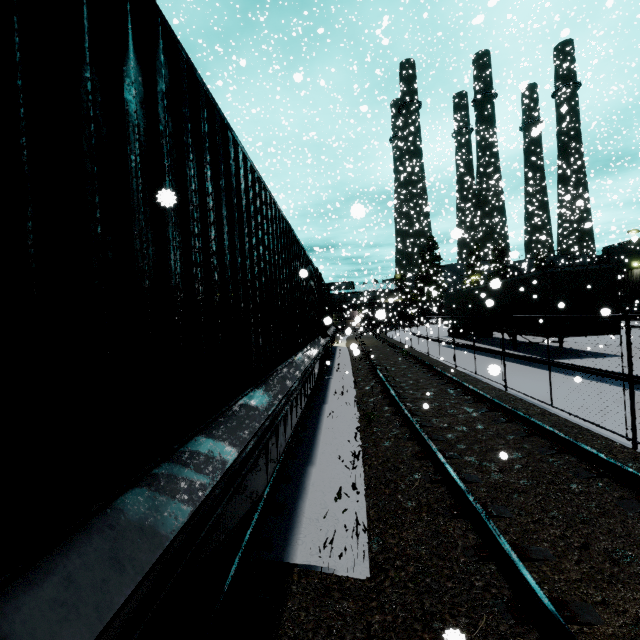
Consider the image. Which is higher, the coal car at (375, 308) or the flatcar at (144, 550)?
the coal car at (375, 308)

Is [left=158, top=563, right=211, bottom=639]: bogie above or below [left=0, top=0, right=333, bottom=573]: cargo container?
below

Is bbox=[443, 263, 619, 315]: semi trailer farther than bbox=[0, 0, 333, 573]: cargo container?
Yes

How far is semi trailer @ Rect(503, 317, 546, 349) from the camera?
13.59m

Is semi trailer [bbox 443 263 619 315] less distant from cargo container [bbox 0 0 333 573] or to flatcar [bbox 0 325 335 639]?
cargo container [bbox 0 0 333 573]

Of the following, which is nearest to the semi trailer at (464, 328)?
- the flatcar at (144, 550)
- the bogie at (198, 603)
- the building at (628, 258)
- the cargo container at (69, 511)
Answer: the building at (628, 258)

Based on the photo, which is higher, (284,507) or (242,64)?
(242,64)

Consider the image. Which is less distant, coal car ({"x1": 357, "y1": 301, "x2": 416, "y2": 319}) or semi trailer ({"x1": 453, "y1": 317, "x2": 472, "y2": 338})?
coal car ({"x1": 357, "y1": 301, "x2": 416, "y2": 319})
